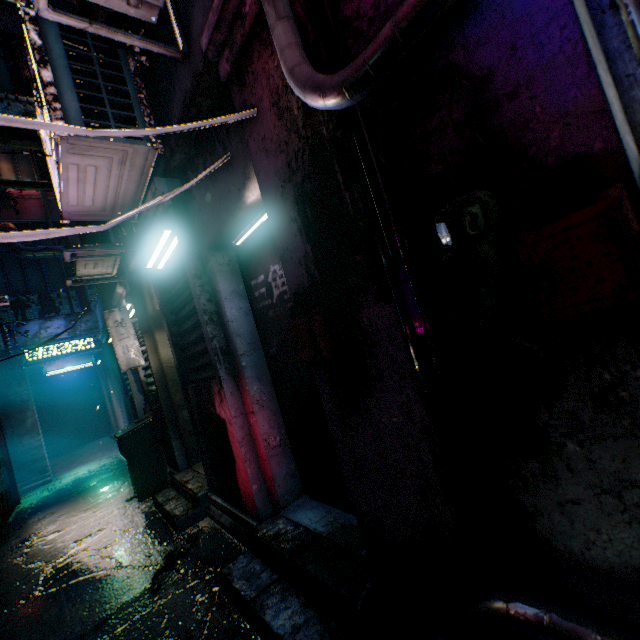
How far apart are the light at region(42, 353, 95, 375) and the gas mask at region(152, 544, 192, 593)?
6.61m

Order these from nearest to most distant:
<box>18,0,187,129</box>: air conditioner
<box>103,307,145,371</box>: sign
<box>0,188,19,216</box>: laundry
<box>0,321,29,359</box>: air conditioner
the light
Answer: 1. <box>18,0,187,129</box>: air conditioner
2. <box>103,307,145,371</box>: sign
3. <box>0,321,29,359</box>: air conditioner
4. the light
5. <box>0,188,19,216</box>: laundry

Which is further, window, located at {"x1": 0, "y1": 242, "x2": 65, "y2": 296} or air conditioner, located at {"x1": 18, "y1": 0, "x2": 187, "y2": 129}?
window, located at {"x1": 0, "y1": 242, "x2": 65, "y2": 296}

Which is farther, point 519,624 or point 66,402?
point 66,402

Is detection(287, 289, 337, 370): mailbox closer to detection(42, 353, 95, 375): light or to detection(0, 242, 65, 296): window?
detection(42, 353, 95, 375): light

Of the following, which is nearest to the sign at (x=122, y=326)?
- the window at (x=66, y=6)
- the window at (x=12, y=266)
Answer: the window at (x=12, y=266)

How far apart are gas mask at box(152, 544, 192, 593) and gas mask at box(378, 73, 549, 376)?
2.95m

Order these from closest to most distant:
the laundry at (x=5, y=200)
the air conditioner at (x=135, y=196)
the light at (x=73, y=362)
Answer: the air conditioner at (x=135, y=196) < the light at (x=73, y=362) < the laundry at (x=5, y=200)
